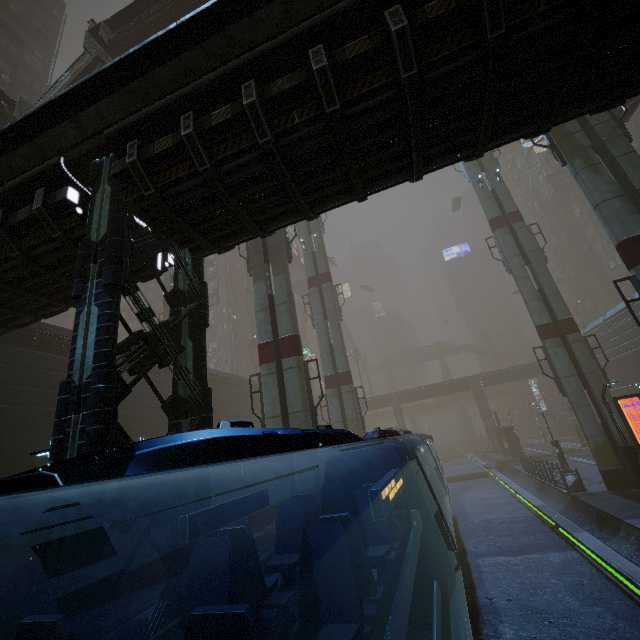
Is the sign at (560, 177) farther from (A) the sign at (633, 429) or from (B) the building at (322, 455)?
(A) the sign at (633, 429)

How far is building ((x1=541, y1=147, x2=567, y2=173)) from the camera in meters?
58.5 m

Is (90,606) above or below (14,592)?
above

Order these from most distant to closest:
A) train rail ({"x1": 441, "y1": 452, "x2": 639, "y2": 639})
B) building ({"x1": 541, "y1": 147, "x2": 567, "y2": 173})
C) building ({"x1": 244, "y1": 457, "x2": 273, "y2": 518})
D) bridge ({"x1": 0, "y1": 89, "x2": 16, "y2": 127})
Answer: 1. building ({"x1": 541, "y1": 147, "x2": 567, "y2": 173})
2. building ({"x1": 244, "y1": 457, "x2": 273, "y2": 518})
3. bridge ({"x1": 0, "y1": 89, "x2": 16, "y2": 127})
4. train rail ({"x1": 441, "y1": 452, "x2": 639, "y2": 639})

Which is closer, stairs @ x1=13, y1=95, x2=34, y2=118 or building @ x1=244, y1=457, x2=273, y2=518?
stairs @ x1=13, y1=95, x2=34, y2=118

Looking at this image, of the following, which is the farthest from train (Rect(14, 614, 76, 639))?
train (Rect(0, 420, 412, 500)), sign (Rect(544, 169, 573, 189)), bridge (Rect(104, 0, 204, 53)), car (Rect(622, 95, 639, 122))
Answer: sign (Rect(544, 169, 573, 189))

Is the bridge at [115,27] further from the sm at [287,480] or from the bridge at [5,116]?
the bridge at [5,116]

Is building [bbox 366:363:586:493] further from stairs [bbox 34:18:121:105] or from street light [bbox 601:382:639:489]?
stairs [bbox 34:18:121:105]
